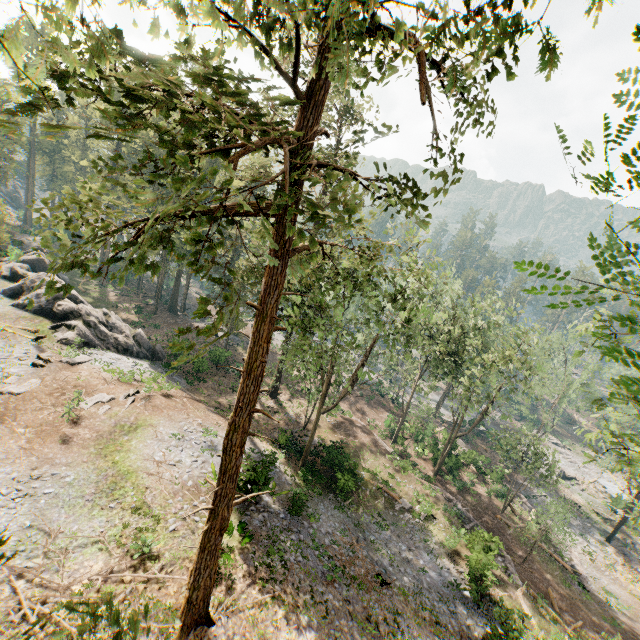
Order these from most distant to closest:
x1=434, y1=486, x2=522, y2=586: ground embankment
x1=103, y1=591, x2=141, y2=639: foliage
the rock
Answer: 1. the rock
2. x1=434, y1=486, x2=522, y2=586: ground embankment
3. x1=103, y1=591, x2=141, y2=639: foliage

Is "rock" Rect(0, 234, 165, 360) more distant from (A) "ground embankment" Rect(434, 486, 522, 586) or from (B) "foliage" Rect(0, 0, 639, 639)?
(A) "ground embankment" Rect(434, 486, 522, 586)

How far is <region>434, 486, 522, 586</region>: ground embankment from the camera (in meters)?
21.88

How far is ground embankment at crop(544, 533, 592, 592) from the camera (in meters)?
28.90

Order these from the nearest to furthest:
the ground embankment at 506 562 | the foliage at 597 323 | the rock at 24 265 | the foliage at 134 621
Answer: the foliage at 134 621 → the foliage at 597 323 → the ground embankment at 506 562 → the rock at 24 265

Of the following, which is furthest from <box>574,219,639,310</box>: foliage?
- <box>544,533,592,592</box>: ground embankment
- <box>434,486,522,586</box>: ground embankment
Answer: <box>434,486,522,586</box>: ground embankment

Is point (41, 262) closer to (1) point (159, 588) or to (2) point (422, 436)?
(1) point (159, 588)

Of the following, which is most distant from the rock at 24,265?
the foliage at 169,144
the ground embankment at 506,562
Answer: the ground embankment at 506,562
